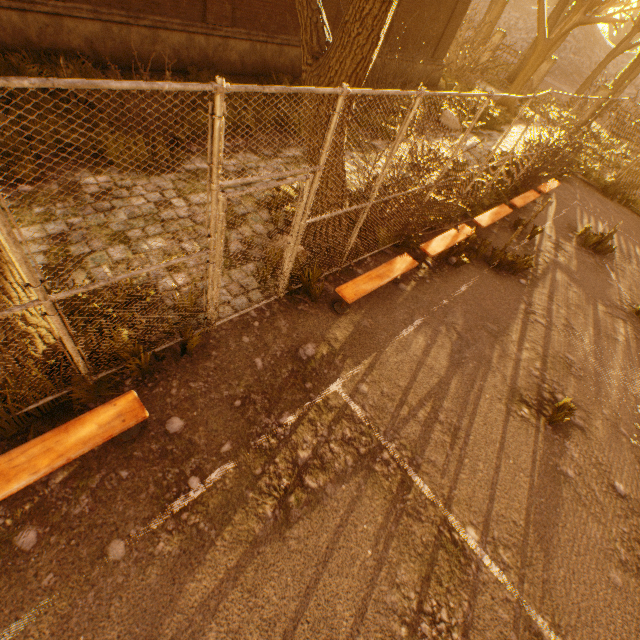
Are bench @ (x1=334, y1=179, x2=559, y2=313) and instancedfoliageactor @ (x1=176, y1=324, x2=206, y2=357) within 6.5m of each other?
yes

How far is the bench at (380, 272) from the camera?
5.13m

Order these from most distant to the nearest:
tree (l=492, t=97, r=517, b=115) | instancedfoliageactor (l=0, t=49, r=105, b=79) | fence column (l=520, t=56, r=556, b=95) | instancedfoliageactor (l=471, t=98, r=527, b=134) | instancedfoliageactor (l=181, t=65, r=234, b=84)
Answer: fence column (l=520, t=56, r=556, b=95)
tree (l=492, t=97, r=517, b=115)
instancedfoliageactor (l=471, t=98, r=527, b=134)
instancedfoliageactor (l=181, t=65, r=234, b=84)
instancedfoliageactor (l=0, t=49, r=105, b=79)

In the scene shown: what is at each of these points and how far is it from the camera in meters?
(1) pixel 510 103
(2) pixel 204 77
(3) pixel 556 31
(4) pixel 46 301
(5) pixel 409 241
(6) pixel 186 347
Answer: (1) tree, 18.7 m
(2) instancedfoliageactor, 8.3 m
(3) tree, 16.2 m
(4) fence, 2.4 m
(5) instancedfoliageactor, 7.2 m
(6) instancedfoliageactor, 4.0 m

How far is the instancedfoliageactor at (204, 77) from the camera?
8.2 meters

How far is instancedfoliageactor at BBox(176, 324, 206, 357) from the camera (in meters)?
3.84

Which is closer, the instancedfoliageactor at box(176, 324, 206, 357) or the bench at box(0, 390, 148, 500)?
the bench at box(0, 390, 148, 500)

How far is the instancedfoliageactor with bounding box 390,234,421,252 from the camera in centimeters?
676cm
